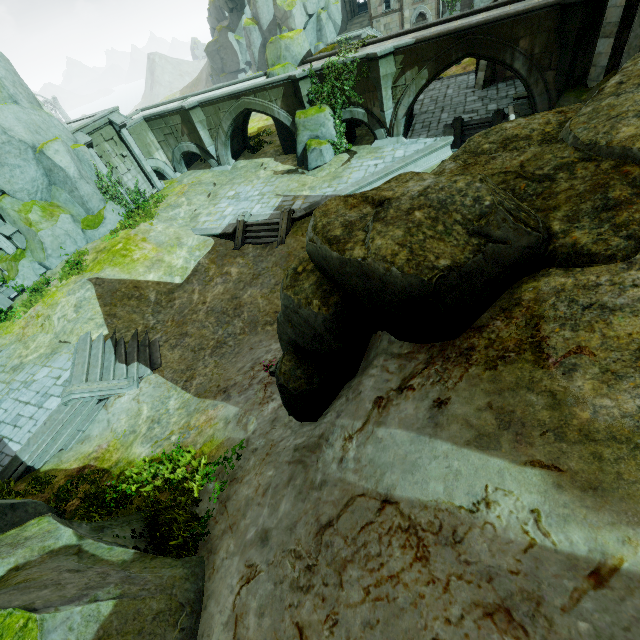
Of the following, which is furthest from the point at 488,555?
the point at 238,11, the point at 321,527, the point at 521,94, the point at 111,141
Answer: the point at 238,11

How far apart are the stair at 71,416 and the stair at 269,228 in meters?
10.8 m

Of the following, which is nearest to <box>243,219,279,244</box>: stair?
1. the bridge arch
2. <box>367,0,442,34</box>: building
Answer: the bridge arch

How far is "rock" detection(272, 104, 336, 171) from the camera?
20.9m

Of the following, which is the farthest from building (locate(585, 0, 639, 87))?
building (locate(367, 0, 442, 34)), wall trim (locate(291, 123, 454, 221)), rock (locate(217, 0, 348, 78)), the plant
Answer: rock (locate(217, 0, 348, 78))

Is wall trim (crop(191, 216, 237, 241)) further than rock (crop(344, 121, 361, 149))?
No

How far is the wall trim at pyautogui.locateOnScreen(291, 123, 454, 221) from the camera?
18.38m

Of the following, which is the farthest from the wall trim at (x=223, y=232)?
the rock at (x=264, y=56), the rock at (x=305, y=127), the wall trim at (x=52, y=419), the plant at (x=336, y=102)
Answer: the rock at (x=264, y=56)
